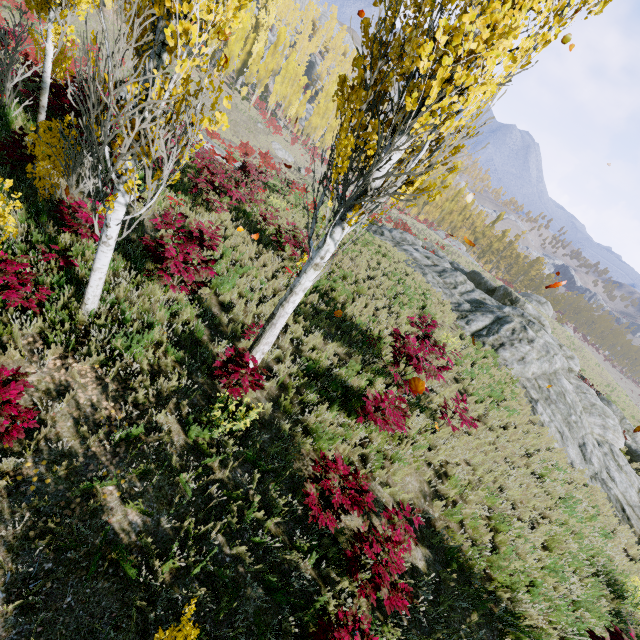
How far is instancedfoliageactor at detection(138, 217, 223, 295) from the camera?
5.7m

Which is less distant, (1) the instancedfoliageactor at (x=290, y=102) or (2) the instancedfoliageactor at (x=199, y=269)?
(2) the instancedfoliageactor at (x=199, y=269)

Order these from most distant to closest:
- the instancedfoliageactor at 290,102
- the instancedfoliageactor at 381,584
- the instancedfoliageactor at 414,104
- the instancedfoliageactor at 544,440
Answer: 1. the instancedfoliageactor at 290,102
2. the instancedfoliageactor at 544,440
3. the instancedfoliageactor at 381,584
4. the instancedfoliageactor at 414,104

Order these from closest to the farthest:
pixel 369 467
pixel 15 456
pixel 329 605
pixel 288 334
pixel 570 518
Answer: pixel 15 456 < pixel 329 605 < pixel 369 467 < pixel 288 334 < pixel 570 518

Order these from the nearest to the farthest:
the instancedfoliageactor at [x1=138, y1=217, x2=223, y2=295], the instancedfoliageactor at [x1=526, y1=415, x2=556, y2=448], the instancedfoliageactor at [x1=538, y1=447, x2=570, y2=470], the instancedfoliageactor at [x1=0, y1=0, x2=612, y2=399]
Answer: the instancedfoliageactor at [x1=0, y1=0, x2=612, y2=399]
the instancedfoliageactor at [x1=138, y1=217, x2=223, y2=295]
the instancedfoliageactor at [x1=538, y1=447, x2=570, y2=470]
the instancedfoliageactor at [x1=526, y1=415, x2=556, y2=448]

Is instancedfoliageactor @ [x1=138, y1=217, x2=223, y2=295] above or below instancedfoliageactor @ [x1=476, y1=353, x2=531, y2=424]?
above

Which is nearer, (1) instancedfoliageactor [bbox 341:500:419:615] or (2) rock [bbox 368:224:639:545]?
(1) instancedfoliageactor [bbox 341:500:419:615]
